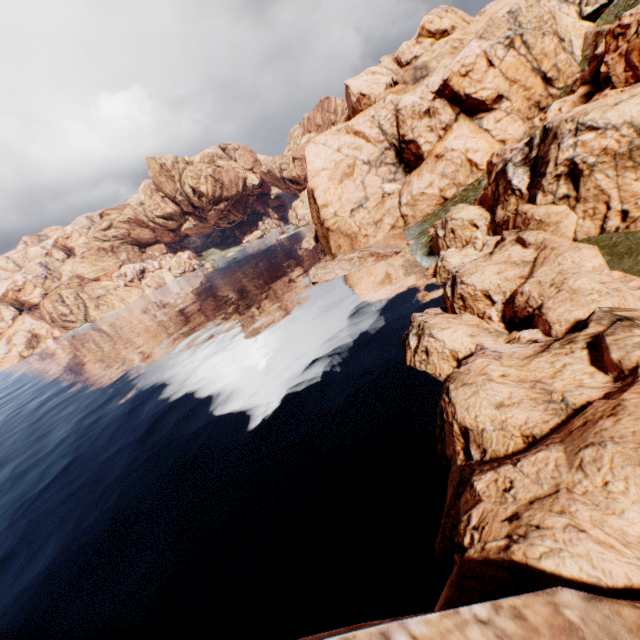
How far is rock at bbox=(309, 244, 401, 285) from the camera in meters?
42.7 m

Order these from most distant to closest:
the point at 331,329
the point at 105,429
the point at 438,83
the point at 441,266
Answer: the point at 438,83 < the point at 105,429 < the point at 331,329 < the point at 441,266

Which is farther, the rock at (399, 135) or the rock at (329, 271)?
the rock at (329, 271)

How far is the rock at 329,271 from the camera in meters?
42.7 m

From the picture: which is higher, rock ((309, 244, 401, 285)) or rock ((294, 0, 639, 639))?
rock ((294, 0, 639, 639))

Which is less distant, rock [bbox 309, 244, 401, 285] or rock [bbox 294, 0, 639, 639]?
rock [bbox 294, 0, 639, 639]
